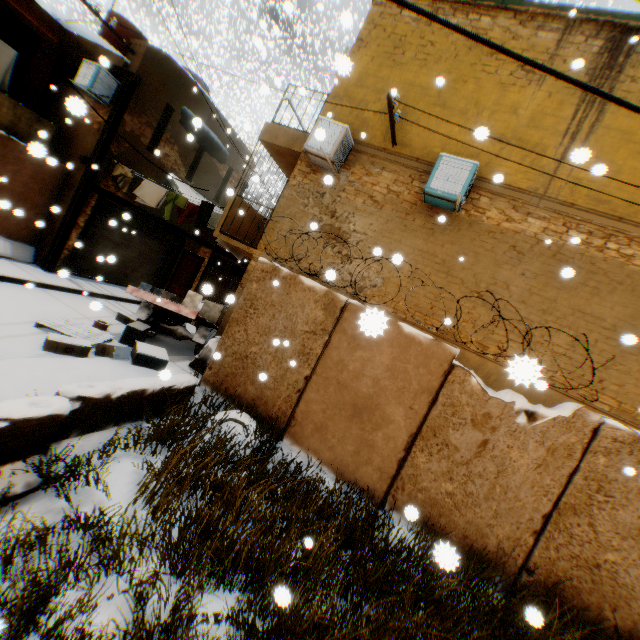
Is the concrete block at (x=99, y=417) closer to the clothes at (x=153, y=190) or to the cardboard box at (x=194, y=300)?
the cardboard box at (x=194, y=300)

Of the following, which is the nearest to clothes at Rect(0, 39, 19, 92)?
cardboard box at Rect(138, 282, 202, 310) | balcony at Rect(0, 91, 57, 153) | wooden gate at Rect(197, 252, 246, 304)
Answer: balcony at Rect(0, 91, 57, 153)

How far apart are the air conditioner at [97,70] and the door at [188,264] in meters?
5.9

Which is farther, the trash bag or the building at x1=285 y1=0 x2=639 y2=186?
the trash bag

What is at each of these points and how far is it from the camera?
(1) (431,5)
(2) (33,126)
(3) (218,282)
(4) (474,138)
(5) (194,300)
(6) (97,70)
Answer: (1) building, 8.0m
(2) balcony, 9.7m
(3) wooden gate, 20.6m
(4) building, 7.3m
(5) cardboard box, 8.5m
(6) air conditioner, 9.7m

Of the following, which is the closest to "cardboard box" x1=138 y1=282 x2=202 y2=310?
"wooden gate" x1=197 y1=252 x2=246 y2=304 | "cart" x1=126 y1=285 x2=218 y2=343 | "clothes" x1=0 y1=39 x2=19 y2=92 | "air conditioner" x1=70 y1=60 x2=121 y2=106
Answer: "cart" x1=126 y1=285 x2=218 y2=343

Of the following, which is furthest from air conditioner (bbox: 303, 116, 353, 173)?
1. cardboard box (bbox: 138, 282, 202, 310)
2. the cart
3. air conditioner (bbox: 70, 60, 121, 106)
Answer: the cart

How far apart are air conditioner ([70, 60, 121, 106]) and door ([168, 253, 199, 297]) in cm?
593
